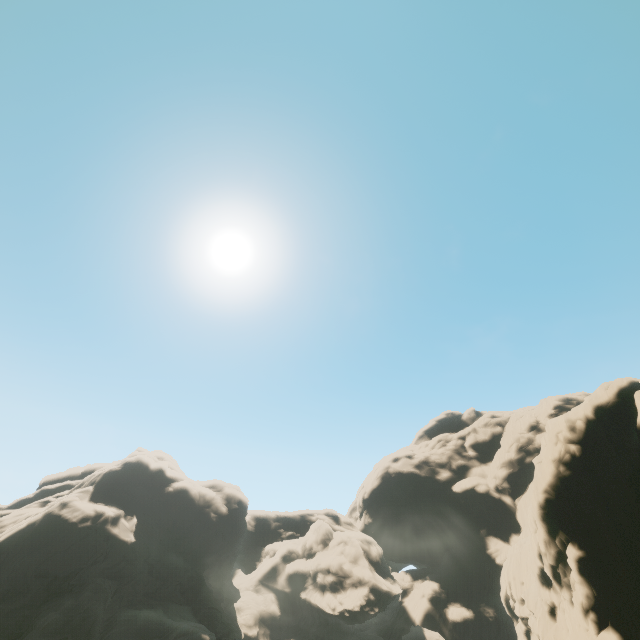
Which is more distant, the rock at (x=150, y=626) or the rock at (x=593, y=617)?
the rock at (x=150, y=626)

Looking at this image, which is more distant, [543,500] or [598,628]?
[543,500]

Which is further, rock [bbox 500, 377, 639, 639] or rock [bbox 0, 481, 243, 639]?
rock [bbox 0, 481, 243, 639]
